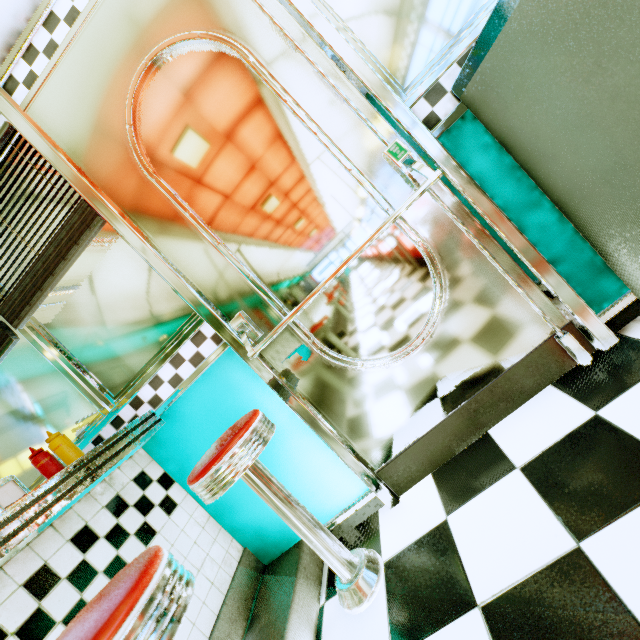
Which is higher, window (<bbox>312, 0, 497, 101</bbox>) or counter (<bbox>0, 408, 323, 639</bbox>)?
window (<bbox>312, 0, 497, 101</bbox>)

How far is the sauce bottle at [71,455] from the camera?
1.4 meters

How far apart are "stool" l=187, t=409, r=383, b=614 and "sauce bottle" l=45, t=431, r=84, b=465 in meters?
0.6

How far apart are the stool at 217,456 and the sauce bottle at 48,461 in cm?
59

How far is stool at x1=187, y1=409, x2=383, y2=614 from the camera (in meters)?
1.12

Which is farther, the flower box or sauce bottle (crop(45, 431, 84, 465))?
sauce bottle (crop(45, 431, 84, 465))

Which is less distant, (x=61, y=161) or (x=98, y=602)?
(x=98, y=602)

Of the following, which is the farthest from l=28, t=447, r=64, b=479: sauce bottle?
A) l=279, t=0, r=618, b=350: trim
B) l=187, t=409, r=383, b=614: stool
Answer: l=279, t=0, r=618, b=350: trim
